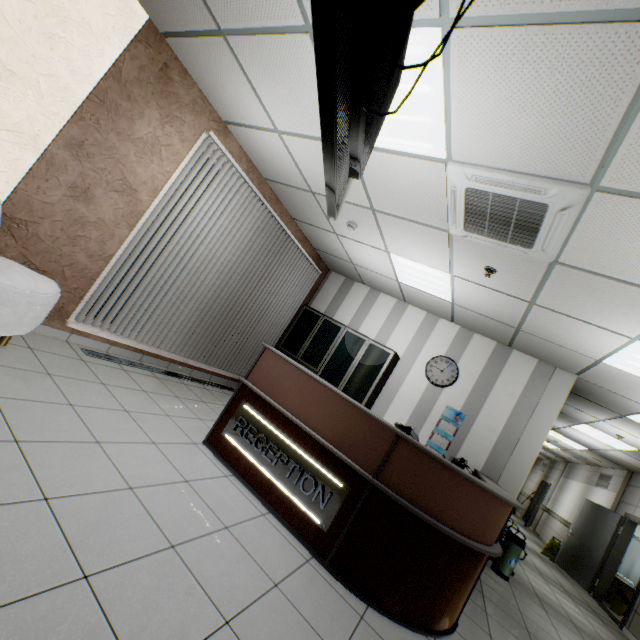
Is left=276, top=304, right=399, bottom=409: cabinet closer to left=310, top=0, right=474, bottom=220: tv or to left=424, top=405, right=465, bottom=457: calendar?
left=424, top=405, right=465, bottom=457: calendar

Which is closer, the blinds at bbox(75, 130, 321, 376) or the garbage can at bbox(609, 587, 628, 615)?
the blinds at bbox(75, 130, 321, 376)

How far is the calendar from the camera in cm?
544

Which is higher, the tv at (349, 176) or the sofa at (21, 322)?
the tv at (349, 176)

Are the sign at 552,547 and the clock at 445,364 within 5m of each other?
no

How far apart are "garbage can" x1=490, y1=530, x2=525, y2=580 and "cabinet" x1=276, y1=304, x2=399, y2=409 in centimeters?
282cm

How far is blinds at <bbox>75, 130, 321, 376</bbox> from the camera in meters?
3.9

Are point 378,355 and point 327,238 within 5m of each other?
yes
